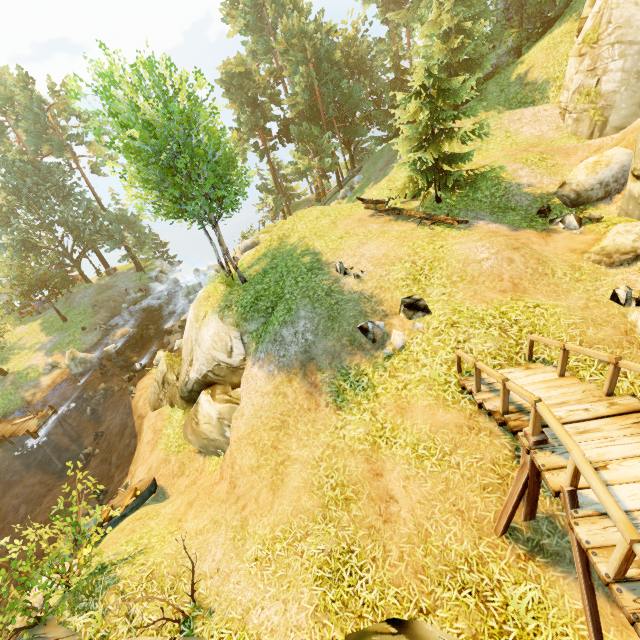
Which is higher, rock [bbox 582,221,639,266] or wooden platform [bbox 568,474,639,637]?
wooden platform [bbox 568,474,639,637]

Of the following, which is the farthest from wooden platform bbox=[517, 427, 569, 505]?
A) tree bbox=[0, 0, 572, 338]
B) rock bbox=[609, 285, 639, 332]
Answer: tree bbox=[0, 0, 572, 338]

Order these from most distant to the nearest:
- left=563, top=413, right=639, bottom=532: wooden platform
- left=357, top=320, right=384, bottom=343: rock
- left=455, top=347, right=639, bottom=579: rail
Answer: left=357, top=320, right=384, bottom=343: rock < left=563, top=413, right=639, bottom=532: wooden platform < left=455, top=347, right=639, bottom=579: rail

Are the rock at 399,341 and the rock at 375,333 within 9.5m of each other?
yes

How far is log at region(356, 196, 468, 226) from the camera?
12.19m

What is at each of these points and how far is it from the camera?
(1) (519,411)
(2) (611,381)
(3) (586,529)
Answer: (1) stairs, 5.3m
(2) rail, 4.9m
(3) wooden platform, 3.6m

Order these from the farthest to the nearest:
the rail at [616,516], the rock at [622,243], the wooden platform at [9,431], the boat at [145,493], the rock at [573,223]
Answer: the wooden platform at [9,431], the boat at [145,493], the rock at [573,223], the rock at [622,243], the rail at [616,516]

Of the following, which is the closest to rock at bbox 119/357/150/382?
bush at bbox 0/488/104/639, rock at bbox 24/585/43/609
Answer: rock at bbox 24/585/43/609
